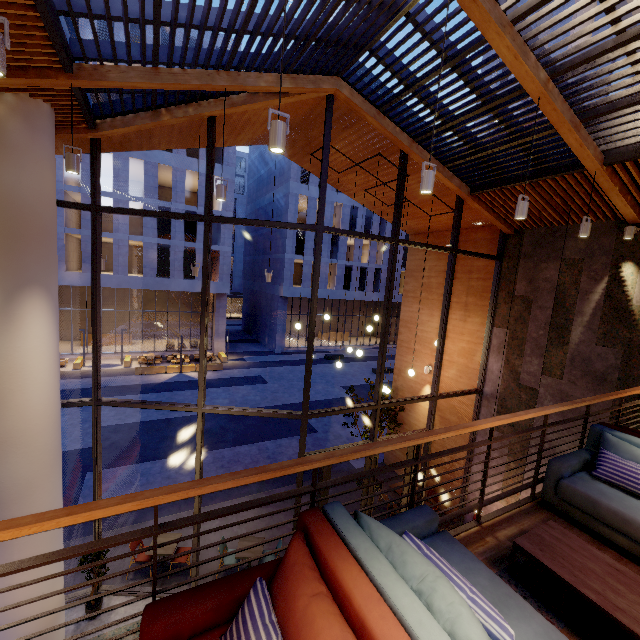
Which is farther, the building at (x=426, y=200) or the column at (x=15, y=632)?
the building at (x=426, y=200)

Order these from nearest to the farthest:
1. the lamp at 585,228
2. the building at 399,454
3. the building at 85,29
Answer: the lamp at 585,228 → the building at 399,454 → the building at 85,29

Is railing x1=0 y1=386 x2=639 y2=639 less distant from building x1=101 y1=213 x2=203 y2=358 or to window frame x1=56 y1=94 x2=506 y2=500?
window frame x1=56 y1=94 x2=506 y2=500

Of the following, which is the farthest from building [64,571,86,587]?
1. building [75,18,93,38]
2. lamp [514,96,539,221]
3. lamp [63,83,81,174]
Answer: building [75,18,93,38]

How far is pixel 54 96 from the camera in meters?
4.7

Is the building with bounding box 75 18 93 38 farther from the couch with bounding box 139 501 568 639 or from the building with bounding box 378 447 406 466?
the couch with bounding box 139 501 568 639

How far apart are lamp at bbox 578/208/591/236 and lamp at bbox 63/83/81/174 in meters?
8.2

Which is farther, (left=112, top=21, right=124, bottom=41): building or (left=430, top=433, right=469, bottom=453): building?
(left=112, top=21, right=124, bottom=41): building
